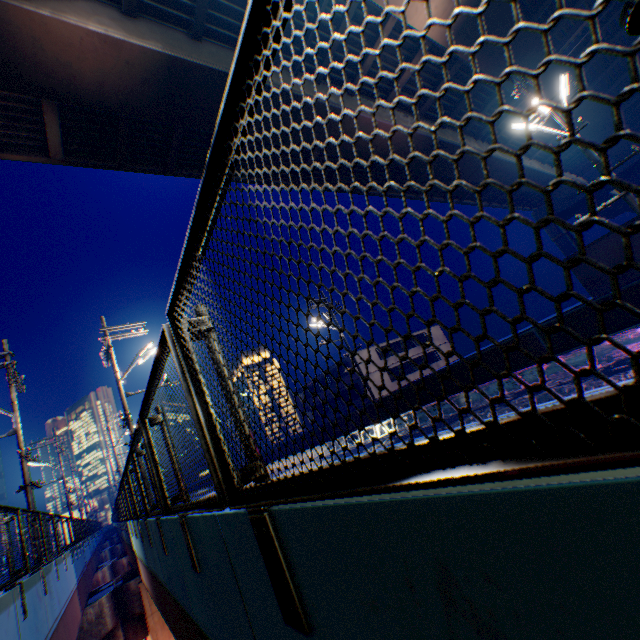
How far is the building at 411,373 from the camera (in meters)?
41.20

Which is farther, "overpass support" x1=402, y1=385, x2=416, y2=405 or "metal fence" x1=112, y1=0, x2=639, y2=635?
"overpass support" x1=402, y1=385, x2=416, y2=405

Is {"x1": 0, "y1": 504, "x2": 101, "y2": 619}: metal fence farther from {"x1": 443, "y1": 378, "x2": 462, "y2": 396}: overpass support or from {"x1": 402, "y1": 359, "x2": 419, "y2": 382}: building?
{"x1": 402, "y1": 359, "x2": 419, "y2": 382}: building

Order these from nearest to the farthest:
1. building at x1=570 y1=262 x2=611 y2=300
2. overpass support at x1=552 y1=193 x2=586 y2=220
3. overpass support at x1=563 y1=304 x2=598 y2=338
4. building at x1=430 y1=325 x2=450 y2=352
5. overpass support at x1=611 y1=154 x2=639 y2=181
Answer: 1. overpass support at x1=563 y1=304 x2=598 y2=338
2. building at x1=570 y1=262 x2=611 y2=300
3. overpass support at x1=611 y1=154 x2=639 y2=181
4. overpass support at x1=552 y1=193 x2=586 y2=220
5. building at x1=430 y1=325 x2=450 y2=352

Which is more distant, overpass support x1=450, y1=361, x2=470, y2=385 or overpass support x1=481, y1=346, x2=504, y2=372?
overpass support x1=450, y1=361, x2=470, y2=385

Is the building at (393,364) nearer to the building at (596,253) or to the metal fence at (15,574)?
the building at (596,253)

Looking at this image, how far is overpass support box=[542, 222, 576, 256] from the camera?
40.5m

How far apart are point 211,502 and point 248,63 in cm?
227
